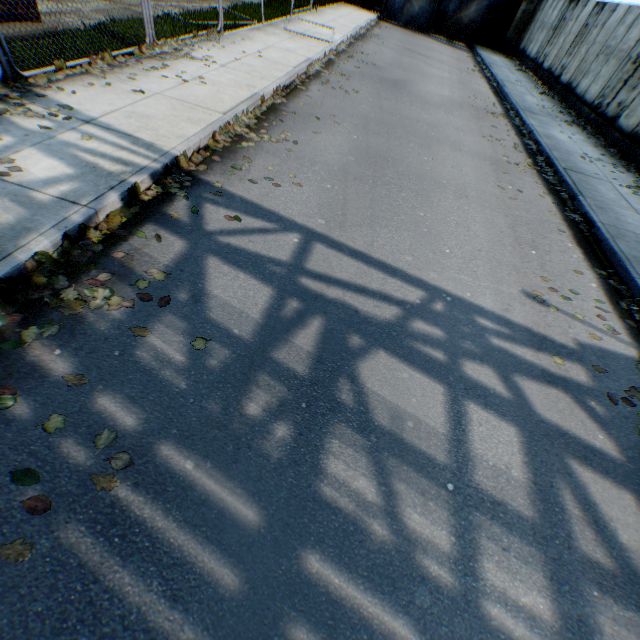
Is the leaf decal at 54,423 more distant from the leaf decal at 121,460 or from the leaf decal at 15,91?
the leaf decal at 15,91

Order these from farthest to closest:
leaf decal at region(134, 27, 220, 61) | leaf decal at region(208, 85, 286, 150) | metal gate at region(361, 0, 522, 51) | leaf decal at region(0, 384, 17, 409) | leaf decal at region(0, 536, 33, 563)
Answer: metal gate at region(361, 0, 522, 51) → leaf decal at region(134, 27, 220, 61) → leaf decal at region(208, 85, 286, 150) → leaf decal at region(0, 384, 17, 409) → leaf decal at region(0, 536, 33, 563)

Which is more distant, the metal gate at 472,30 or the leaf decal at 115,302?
the metal gate at 472,30

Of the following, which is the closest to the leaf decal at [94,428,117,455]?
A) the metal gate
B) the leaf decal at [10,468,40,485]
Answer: the leaf decal at [10,468,40,485]

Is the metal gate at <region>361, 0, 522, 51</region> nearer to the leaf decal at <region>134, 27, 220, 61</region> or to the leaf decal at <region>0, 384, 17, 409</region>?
the leaf decal at <region>134, 27, 220, 61</region>

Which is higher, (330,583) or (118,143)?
(118,143)

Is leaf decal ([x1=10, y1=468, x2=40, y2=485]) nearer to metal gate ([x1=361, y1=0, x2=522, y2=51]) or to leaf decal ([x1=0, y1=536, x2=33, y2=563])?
leaf decal ([x1=0, y1=536, x2=33, y2=563])

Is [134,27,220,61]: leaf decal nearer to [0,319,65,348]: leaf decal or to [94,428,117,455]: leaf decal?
[0,319,65,348]: leaf decal
